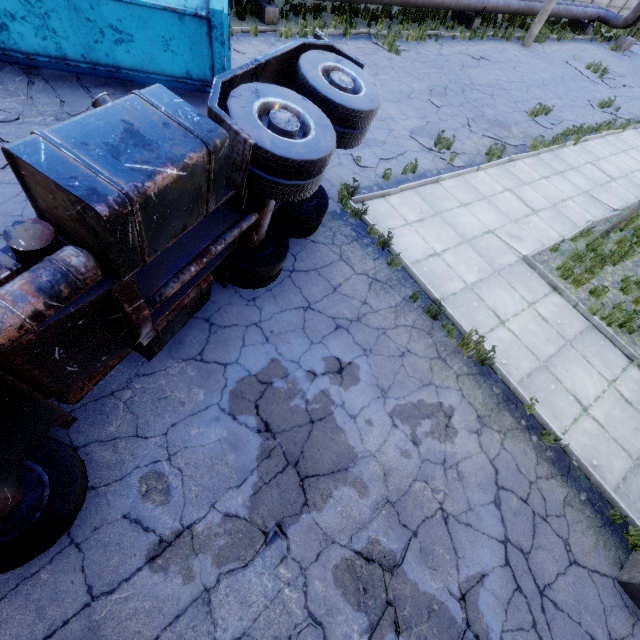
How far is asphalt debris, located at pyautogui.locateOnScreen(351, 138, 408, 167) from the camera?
8.3 meters

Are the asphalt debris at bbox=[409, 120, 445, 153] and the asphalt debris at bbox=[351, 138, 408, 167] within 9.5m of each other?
yes

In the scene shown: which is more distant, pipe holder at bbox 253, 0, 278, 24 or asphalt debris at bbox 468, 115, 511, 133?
pipe holder at bbox 253, 0, 278, 24

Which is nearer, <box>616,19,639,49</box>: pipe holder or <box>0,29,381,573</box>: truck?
<box>0,29,381,573</box>: truck

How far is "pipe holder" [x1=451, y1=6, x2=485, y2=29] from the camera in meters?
17.1

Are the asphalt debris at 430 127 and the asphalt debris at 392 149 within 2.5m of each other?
yes

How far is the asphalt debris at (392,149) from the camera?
8.3m

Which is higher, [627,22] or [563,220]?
[627,22]
